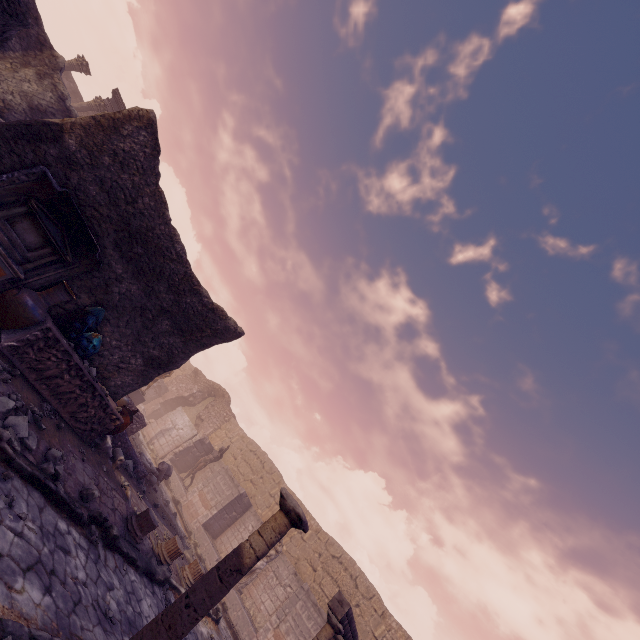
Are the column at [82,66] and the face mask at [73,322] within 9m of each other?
no

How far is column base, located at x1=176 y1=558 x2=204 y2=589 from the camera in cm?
860

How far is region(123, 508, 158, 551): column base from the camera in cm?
677

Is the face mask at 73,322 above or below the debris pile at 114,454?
above

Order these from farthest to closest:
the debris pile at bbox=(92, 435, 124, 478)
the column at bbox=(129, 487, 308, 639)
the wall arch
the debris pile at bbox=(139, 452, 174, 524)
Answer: the wall arch < the debris pile at bbox=(139, 452, 174, 524) < the debris pile at bbox=(92, 435, 124, 478) < the column at bbox=(129, 487, 308, 639)

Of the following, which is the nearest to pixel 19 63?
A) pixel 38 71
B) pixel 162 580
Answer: pixel 38 71

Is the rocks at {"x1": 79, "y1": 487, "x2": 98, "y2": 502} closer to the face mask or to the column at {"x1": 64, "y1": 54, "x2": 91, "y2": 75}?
the face mask

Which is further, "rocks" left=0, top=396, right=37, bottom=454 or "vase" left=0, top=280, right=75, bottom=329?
"vase" left=0, top=280, right=75, bottom=329
